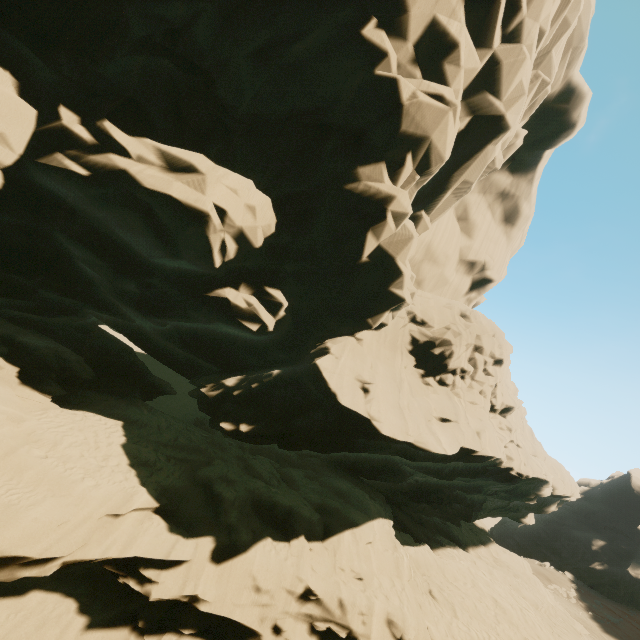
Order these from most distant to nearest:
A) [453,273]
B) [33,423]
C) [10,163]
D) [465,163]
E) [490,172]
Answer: [453,273] → [490,172] → [465,163] → [33,423] → [10,163]
